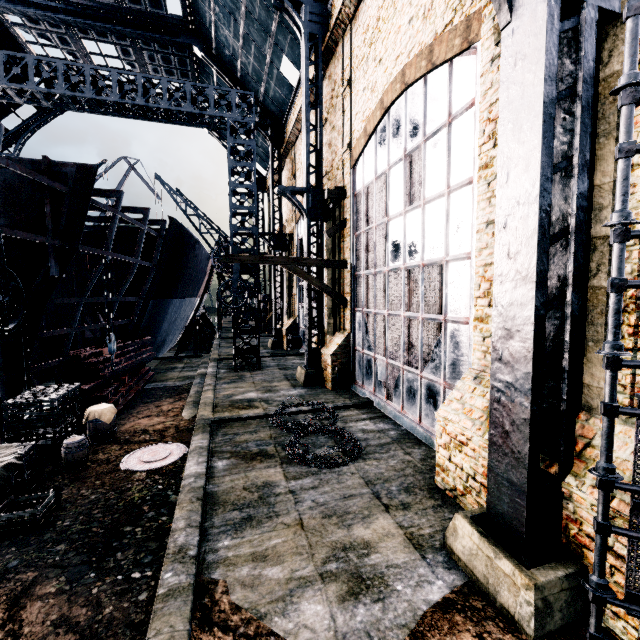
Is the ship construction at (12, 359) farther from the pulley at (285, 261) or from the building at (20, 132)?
the building at (20, 132)

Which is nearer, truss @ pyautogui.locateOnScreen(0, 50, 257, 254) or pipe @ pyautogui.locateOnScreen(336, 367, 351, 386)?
pipe @ pyautogui.locateOnScreen(336, 367, 351, 386)

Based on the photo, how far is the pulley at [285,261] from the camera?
14.1 meters

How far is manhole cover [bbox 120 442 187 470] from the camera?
8.8m

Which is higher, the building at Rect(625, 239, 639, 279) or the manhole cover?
the building at Rect(625, 239, 639, 279)

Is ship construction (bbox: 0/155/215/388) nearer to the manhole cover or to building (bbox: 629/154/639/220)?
the manhole cover

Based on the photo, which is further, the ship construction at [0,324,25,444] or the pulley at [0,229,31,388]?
the ship construction at [0,324,25,444]

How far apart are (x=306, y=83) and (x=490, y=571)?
19.1 meters
